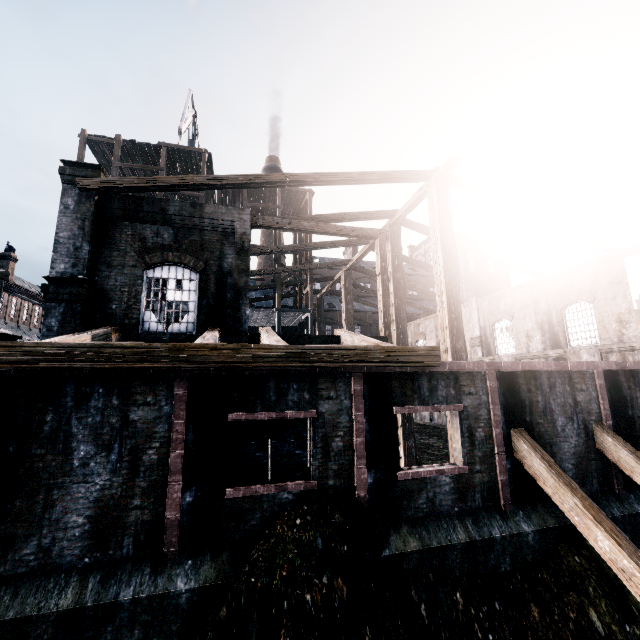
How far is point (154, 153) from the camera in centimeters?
2541cm

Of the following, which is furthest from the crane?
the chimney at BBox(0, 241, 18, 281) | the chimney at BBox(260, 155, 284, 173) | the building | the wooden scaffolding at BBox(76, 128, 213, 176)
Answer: the chimney at BBox(0, 241, 18, 281)

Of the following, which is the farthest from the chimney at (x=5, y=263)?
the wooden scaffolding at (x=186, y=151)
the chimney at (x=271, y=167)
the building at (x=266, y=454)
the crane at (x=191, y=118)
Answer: the chimney at (x=271, y=167)

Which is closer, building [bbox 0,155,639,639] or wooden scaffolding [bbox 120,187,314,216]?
building [bbox 0,155,639,639]

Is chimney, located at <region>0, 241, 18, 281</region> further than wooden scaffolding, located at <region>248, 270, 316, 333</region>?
Yes

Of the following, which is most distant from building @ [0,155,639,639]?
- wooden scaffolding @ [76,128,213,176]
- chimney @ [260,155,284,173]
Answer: chimney @ [260,155,284,173]

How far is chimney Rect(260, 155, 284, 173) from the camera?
57.56m

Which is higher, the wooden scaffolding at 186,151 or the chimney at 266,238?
the chimney at 266,238
